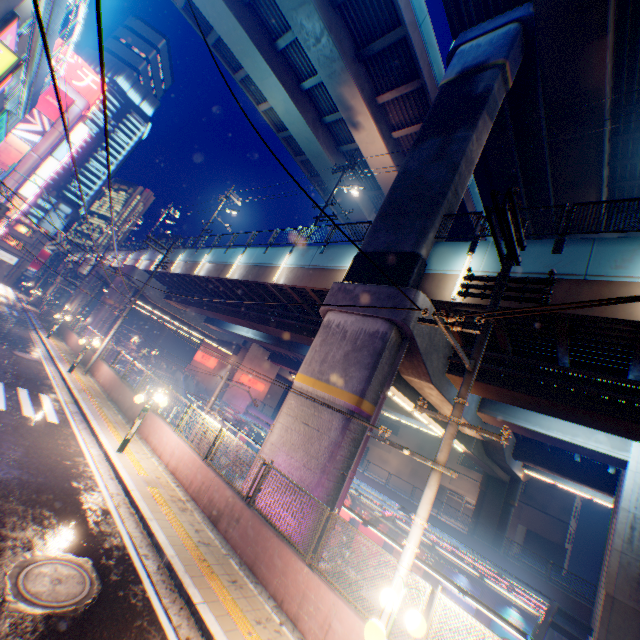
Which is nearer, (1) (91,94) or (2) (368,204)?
(2) (368,204)

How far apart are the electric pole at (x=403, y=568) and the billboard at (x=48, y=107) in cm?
5719

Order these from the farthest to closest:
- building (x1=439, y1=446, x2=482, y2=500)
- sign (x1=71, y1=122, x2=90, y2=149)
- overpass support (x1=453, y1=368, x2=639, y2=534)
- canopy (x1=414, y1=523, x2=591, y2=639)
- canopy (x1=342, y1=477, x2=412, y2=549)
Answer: sign (x1=71, y1=122, x2=90, y2=149) < building (x1=439, y1=446, x2=482, y2=500) < canopy (x1=342, y1=477, x2=412, y2=549) < canopy (x1=414, y1=523, x2=591, y2=639) < overpass support (x1=453, y1=368, x2=639, y2=534)

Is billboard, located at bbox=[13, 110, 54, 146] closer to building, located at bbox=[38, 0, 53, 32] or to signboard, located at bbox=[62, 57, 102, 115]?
signboard, located at bbox=[62, 57, 102, 115]

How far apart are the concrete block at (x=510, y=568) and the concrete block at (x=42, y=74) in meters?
34.8

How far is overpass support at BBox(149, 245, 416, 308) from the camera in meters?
12.4

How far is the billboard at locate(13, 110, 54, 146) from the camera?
41.3m
